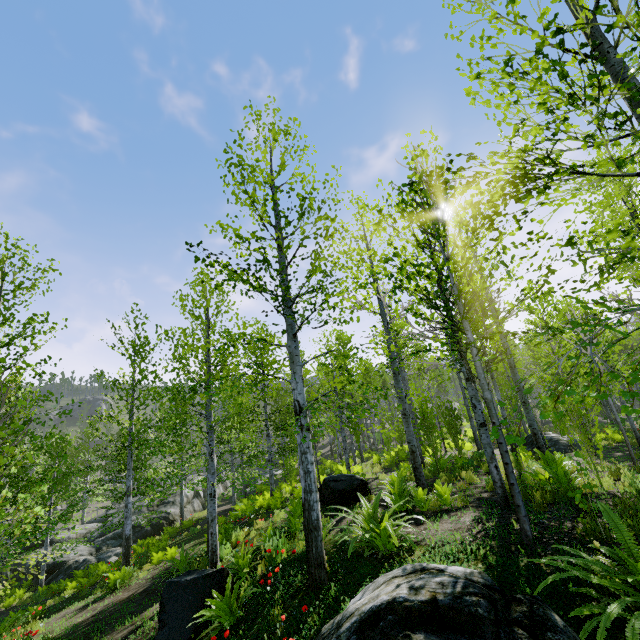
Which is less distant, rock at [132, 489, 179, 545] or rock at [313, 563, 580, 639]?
rock at [313, 563, 580, 639]

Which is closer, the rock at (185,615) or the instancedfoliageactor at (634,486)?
the instancedfoliageactor at (634,486)

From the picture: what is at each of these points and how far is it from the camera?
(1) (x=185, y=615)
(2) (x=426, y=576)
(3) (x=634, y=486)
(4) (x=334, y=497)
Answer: (1) rock, 5.7 meters
(2) rock, 3.2 meters
(3) instancedfoliageactor, 5.2 meters
(4) rock, 9.5 meters

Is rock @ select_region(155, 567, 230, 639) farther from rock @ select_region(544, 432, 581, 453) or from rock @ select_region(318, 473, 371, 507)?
rock @ select_region(544, 432, 581, 453)

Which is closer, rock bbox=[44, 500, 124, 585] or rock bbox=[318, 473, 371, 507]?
rock bbox=[318, 473, 371, 507]

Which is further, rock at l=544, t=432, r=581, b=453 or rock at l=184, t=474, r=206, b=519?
rock at l=184, t=474, r=206, b=519

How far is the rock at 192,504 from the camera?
24.55m

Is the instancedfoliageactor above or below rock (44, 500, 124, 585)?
above
